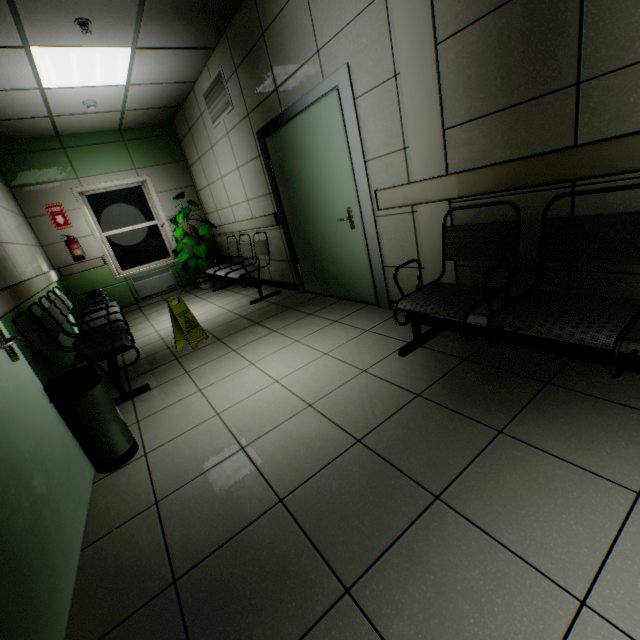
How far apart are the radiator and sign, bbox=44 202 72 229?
1.3 meters

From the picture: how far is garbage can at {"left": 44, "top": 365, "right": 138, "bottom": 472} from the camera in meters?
1.8

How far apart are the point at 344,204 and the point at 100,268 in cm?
547

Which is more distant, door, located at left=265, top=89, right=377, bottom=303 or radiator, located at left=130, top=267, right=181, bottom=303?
radiator, located at left=130, top=267, right=181, bottom=303

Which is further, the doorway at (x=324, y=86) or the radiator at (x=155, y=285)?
the radiator at (x=155, y=285)

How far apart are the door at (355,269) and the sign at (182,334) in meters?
1.5

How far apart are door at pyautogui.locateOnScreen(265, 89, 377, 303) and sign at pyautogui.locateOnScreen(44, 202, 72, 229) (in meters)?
4.34

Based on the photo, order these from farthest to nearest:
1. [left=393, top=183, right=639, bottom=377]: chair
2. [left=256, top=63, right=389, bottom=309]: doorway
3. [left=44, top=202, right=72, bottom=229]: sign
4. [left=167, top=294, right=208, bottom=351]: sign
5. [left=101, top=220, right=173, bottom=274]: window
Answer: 1. [left=101, top=220, right=173, bottom=274]: window
2. [left=44, top=202, right=72, bottom=229]: sign
3. [left=167, top=294, right=208, bottom=351]: sign
4. [left=256, top=63, right=389, bottom=309]: doorway
5. [left=393, top=183, right=639, bottom=377]: chair
